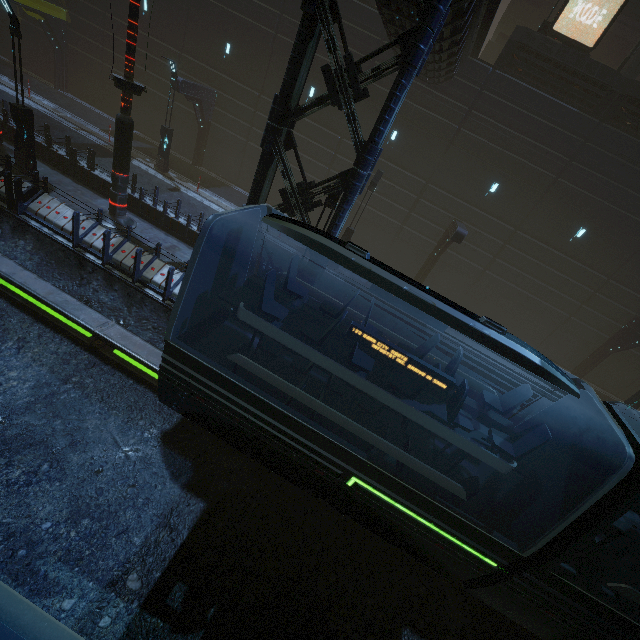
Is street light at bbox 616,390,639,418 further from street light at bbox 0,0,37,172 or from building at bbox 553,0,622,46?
street light at bbox 0,0,37,172

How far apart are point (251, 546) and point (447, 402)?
5.30m

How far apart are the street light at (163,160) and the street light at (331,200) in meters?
13.0

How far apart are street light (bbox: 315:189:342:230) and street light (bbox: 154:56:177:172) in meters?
13.0

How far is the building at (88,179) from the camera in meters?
13.9 m

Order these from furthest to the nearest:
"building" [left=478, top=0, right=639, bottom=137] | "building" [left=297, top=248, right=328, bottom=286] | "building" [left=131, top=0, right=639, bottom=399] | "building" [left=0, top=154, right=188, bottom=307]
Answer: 1. "building" [left=478, top=0, right=639, bottom=137]
2. "building" [left=0, top=154, right=188, bottom=307]
3. "building" [left=297, top=248, right=328, bottom=286]
4. "building" [left=131, top=0, right=639, bottom=399]

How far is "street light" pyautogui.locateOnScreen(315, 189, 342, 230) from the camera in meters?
9.7 m

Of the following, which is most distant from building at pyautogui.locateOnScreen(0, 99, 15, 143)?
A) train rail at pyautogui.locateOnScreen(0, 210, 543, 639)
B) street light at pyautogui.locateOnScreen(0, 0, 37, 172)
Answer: street light at pyautogui.locateOnScreen(0, 0, 37, 172)
